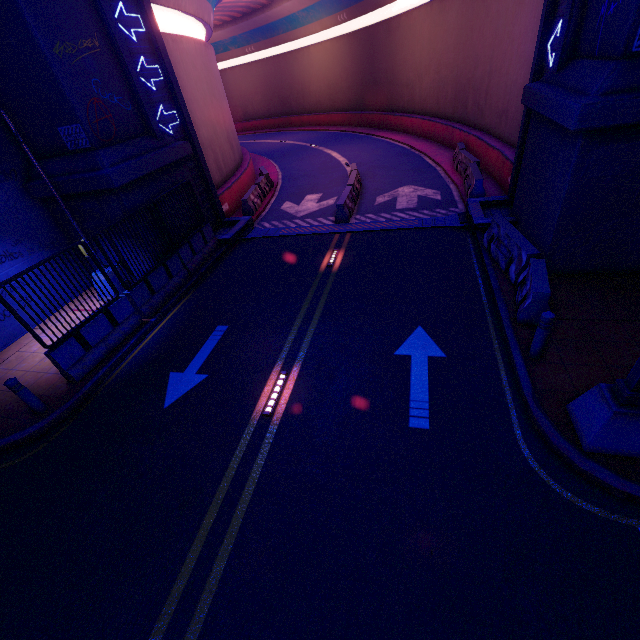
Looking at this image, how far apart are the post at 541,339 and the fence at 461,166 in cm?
898

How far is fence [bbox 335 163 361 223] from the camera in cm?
1388

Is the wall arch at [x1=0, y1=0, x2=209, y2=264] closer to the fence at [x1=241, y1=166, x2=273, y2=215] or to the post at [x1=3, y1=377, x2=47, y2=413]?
the fence at [x1=241, y1=166, x2=273, y2=215]

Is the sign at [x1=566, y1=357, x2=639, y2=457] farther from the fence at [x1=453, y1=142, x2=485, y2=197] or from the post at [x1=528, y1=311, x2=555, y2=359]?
the fence at [x1=453, y1=142, x2=485, y2=197]

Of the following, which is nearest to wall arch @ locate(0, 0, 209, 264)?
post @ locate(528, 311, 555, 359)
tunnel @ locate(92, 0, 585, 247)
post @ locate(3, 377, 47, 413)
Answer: tunnel @ locate(92, 0, 585, 247)

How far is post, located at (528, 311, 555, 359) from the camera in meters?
5.9

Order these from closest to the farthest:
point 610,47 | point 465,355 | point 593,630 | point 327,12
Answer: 1. point 593,630
2. point 610,47
3. point 465,355
4. point 327,12

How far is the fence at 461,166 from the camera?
13.0m
